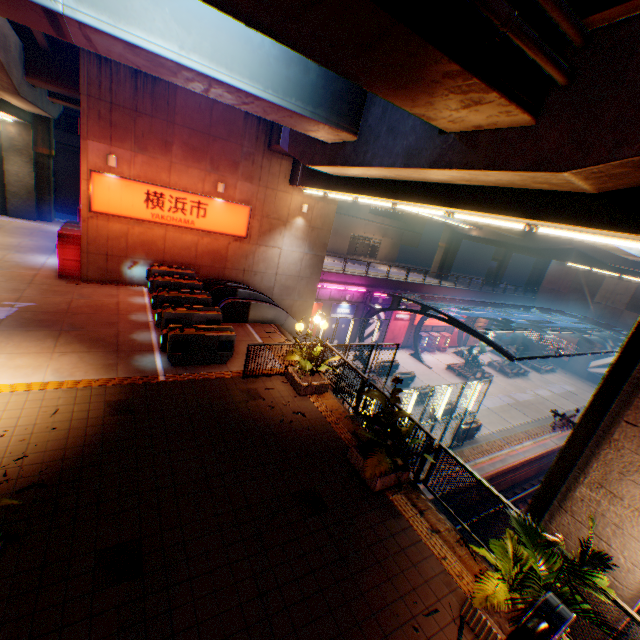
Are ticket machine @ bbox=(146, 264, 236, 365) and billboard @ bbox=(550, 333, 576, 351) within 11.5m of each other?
no

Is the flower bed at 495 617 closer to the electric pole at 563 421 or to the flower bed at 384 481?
the flower bed at 384 481

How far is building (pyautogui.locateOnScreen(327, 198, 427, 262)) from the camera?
48.3m

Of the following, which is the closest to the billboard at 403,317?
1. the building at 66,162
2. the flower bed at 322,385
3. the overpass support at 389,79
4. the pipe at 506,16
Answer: the overpass support at 389,79

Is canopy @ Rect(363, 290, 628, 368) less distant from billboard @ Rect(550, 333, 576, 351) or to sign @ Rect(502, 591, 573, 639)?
billboard @ Rect(550, 333, 576, 351)

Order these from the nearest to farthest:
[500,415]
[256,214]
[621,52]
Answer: [621,52] → [256,214] → [500,415]

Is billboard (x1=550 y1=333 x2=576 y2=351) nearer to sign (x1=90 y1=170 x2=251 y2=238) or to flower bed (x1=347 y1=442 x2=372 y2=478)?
sign (x1=90 y1=170 x2=251 y2=238)

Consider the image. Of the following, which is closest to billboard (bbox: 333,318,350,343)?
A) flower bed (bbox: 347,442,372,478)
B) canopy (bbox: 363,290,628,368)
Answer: canopy (bbox: 363,290,628,368)
